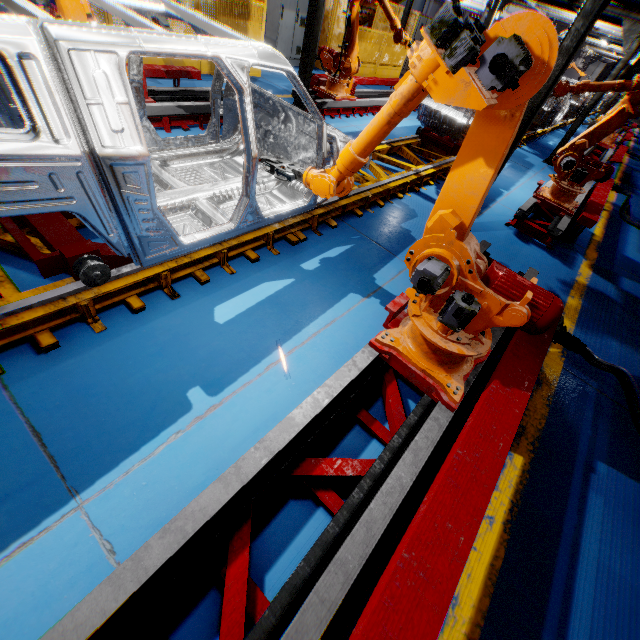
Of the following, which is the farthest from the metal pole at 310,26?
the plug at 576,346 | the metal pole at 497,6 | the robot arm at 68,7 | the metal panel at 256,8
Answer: the metal pole at 497,6

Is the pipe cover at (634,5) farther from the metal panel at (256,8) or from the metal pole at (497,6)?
the metal pole at (497,6)

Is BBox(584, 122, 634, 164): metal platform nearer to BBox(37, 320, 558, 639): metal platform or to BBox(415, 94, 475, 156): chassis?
BBox(415, 94, 475, 156): chassis

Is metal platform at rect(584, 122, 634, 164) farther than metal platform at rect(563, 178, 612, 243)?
Yes

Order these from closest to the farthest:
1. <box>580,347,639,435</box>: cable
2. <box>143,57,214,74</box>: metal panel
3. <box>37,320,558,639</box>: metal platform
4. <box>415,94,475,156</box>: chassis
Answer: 1. <box>37,320,558,639</box>: metal platform
2. <box>580,347,639,435</box>: cable
3. <box>415,94,475,156</box>: chassis
4. <box>143,57,214,74</box>: metal panel

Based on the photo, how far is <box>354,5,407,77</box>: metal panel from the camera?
11.47m

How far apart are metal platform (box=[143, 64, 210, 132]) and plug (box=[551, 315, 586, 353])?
5.9m

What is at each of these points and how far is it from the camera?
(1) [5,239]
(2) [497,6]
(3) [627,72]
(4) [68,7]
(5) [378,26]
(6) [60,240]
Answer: (1) platform, 2.7 meters
(2) metal pole, 9.5 meters
(3) vent pipe, 9.1 meters
(4) robot arm, 3.6 meters
(5) metal panel, 13.7 meters
(6) chassis, 2.6 meters
